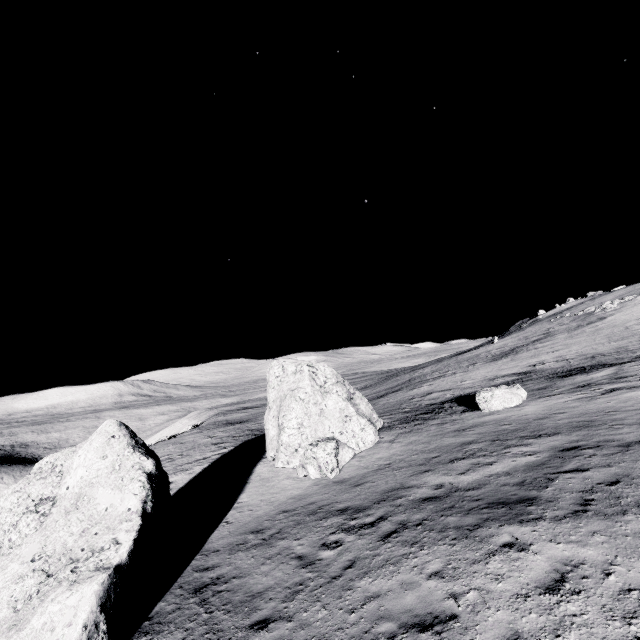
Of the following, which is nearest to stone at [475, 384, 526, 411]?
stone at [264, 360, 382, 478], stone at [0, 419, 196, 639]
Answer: stone at [264, 360, 382, 478]

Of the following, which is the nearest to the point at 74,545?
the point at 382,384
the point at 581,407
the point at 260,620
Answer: the point at 260,620

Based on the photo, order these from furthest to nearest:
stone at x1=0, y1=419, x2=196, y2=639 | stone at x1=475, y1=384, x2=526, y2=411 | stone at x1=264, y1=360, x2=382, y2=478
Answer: stone at x1=475, y1=384, x2=526, y2=411, stone at x1=264, y1=360, x2=382, y2=478, stone at x1=0, y1=419, x2=196, y2=639

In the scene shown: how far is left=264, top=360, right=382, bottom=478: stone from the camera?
15.64m

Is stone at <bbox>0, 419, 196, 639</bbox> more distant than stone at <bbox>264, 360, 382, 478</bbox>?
No

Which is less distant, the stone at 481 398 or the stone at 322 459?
the stone at 322 459

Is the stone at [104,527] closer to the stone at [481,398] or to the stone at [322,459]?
the stone at [322,459]

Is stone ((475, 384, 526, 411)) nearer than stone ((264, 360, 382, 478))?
No
